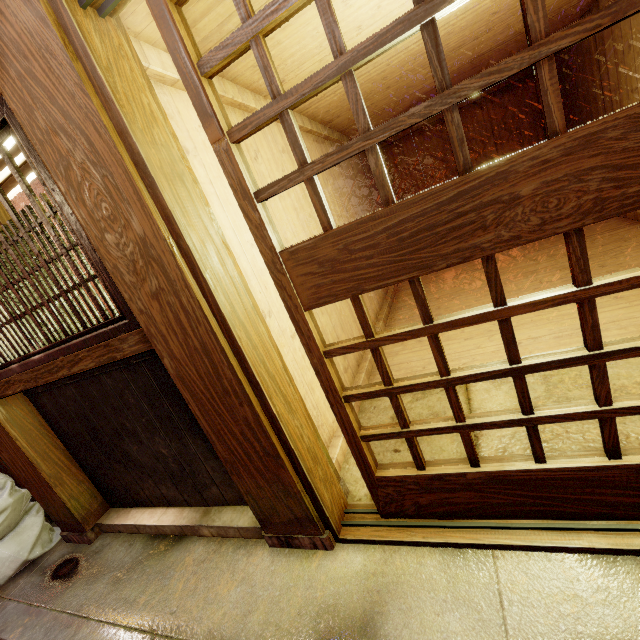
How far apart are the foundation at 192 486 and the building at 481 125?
13.9m

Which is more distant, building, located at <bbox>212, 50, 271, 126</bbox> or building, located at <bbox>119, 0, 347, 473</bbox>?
building, located at <bbox>212, 50, 271, 126</bbox>

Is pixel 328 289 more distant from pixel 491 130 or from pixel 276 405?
pixel 491 130

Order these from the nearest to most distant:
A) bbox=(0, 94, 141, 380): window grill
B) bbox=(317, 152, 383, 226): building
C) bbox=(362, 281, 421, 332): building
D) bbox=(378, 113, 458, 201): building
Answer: bbox=(0, 94, 141, 380): window grill
bbox=(317, 152, 383, 226): building
bbox=(362, 281, 421, 332): building
bbox=(378, 113, 458, 201): building

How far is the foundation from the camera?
3.9m

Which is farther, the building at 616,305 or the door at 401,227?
the building at 616,305

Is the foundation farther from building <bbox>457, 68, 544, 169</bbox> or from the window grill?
building <bbox>457, 68, 544, 169</bbox>

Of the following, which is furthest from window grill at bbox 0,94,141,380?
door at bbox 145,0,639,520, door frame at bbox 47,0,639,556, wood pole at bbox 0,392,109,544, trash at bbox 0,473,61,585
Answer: trash at bbox 0,473,61,585
